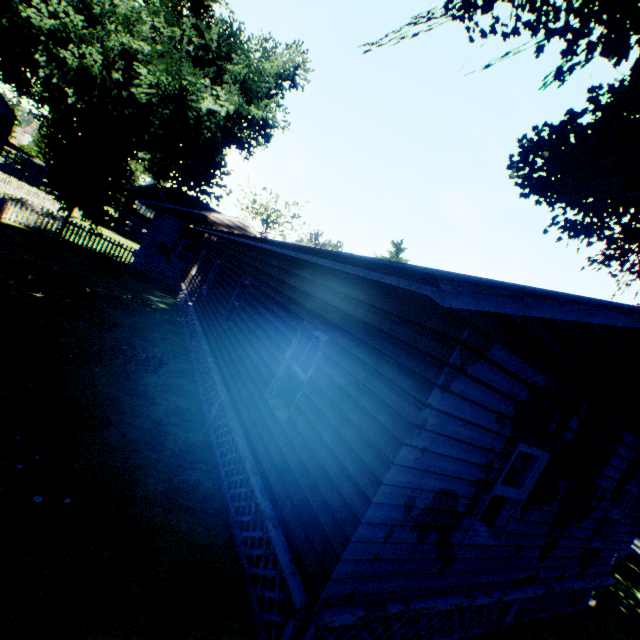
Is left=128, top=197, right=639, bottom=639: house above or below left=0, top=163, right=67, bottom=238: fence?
above

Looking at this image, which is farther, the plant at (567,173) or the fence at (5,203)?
the fence at (5,203)

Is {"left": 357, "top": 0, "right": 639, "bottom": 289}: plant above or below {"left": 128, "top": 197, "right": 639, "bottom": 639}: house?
above

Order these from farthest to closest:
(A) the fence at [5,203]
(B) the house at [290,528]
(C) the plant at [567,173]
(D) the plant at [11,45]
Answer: (A) the fence at [5,203] → (D) the plant at [11,45] → (C) the plant at [567,173] → (B) the house at [290,528]

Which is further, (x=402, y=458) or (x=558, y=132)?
(x=558, y=132)

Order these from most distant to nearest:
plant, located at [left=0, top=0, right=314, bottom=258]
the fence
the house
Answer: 1. the fence
2. plant, located at [left=0, top=0, right=314, bottom=258]
3. the house

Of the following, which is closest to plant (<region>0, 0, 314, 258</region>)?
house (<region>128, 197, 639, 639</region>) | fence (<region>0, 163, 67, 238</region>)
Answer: fence (<region>0, 163, 67, 238</region>)
